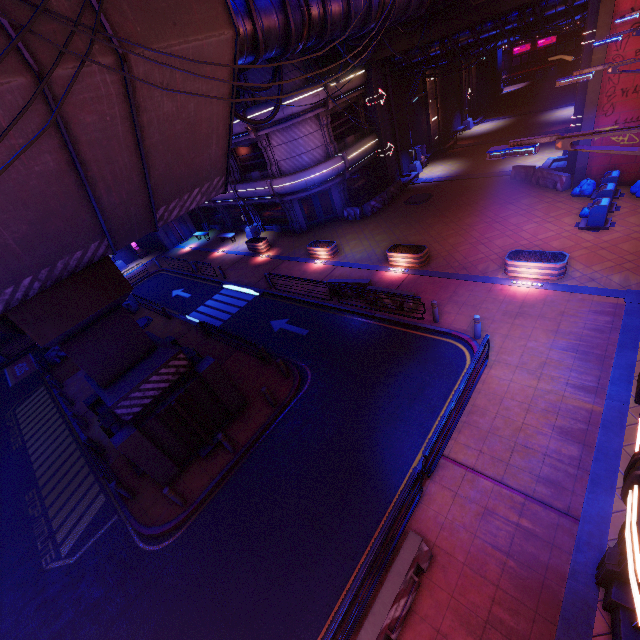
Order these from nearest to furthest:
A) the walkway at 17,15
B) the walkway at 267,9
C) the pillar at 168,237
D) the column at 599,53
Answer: the walkway at 17,15, the walkway at 267,9, the column at 599,53, the pillar at 168,237

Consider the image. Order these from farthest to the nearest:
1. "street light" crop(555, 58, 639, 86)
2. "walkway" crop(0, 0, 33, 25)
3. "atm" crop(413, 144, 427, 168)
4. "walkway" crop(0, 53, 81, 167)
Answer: "atm" crop(413, 144, 427, 168)
"street light" crop(555, 58, 639, 86)
"walkway" crop(0, 53, 81, 167)
"walkway" crop(0, 0, 33, 25)

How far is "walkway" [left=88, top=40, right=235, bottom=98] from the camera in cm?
564

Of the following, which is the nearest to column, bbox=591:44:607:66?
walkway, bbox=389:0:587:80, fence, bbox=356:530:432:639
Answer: walkway, bbox=389:0:587:80

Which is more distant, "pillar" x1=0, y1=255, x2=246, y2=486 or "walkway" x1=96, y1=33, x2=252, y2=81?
"pillar" x1=0, y1=255, x2=246, y2=486

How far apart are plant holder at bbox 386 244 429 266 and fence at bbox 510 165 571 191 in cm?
936

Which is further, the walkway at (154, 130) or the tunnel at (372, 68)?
the tunnel at (372, 68)

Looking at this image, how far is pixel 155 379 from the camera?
10.86m
